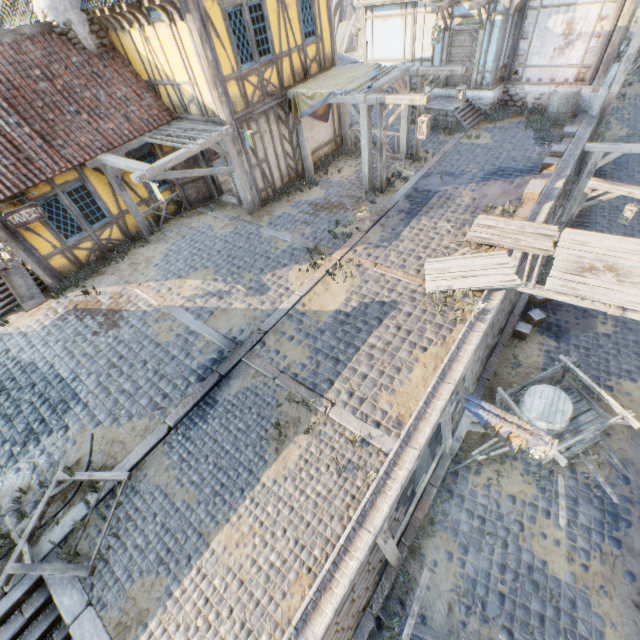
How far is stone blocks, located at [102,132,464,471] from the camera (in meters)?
6.11

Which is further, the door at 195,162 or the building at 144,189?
the door at 195,162

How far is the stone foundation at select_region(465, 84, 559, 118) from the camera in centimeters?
1349cm

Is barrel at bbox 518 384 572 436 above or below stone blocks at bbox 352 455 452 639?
above

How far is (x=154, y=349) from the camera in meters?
8.1

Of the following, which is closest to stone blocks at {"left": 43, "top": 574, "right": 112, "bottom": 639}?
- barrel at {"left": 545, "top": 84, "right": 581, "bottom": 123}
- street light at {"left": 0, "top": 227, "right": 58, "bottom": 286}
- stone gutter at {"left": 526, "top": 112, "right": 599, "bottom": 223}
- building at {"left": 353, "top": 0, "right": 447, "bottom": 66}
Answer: stone gutter at {"left": 526, "top": 112, "right": 599, "bottom": 223}

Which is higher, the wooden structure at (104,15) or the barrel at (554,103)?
the wooden structure at (104,15)
